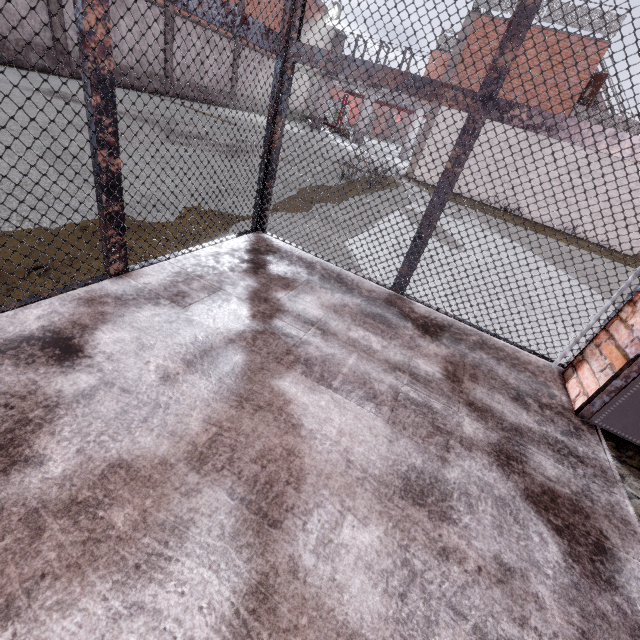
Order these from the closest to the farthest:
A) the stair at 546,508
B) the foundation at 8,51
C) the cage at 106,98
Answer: the stair at 546,508
the cage at 106,98
the foundation at 8,51

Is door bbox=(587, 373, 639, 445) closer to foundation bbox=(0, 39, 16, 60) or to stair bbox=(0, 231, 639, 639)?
stair bbox=(0, 231, 639, 639)

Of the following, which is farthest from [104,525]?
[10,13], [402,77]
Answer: [10,13]

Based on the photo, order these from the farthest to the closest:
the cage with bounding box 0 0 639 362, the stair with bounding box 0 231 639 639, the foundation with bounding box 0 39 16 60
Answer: the foundation with bounding box 0 39 16 60, the cage with bounding box 0 0 639 362, the stair with bounding box 0 231 639 639

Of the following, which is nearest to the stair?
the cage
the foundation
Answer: the cage

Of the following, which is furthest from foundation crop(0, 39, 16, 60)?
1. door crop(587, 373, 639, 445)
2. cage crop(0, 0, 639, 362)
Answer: door crop(587, 373, 639, 445)

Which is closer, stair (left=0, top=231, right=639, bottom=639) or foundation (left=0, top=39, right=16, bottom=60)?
stair (left=0, top=231, right=639, bottom=639)

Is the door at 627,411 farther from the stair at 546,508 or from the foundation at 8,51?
the foundation at 8,51
